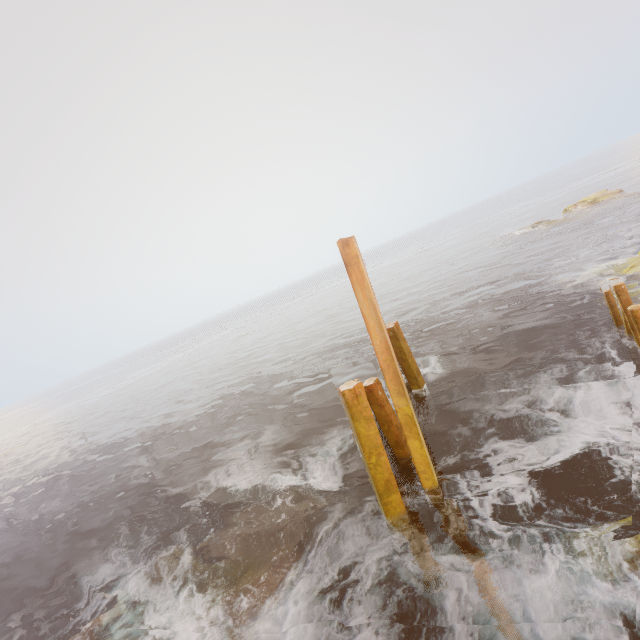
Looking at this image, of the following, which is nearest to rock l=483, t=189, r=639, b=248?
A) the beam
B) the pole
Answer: the beam

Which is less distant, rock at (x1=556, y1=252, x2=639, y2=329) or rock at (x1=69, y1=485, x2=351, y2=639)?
rock at (x1=69, y1=485, x2=351, y2=639)

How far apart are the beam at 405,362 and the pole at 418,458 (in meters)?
3.55

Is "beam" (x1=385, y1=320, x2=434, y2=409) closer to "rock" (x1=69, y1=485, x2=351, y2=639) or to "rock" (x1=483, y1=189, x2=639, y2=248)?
"rock" (x1=69, y1=485, x2=351, y2=639)

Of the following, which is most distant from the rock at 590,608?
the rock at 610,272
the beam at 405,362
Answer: the beam at 405,362

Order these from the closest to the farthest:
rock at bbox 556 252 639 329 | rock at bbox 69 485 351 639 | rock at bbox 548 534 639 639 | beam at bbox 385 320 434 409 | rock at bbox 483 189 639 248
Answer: rock at bbox 548 534 639 639 → rock at bbox 69 485 351 639 → beam at bbox 385 320 434 409 → rock at bbox 556 252 639 329 → rock at bbox 483 189 639 248

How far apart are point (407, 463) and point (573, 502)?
3.07m

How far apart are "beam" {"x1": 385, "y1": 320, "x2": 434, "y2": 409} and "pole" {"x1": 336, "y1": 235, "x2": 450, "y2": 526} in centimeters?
355cm
